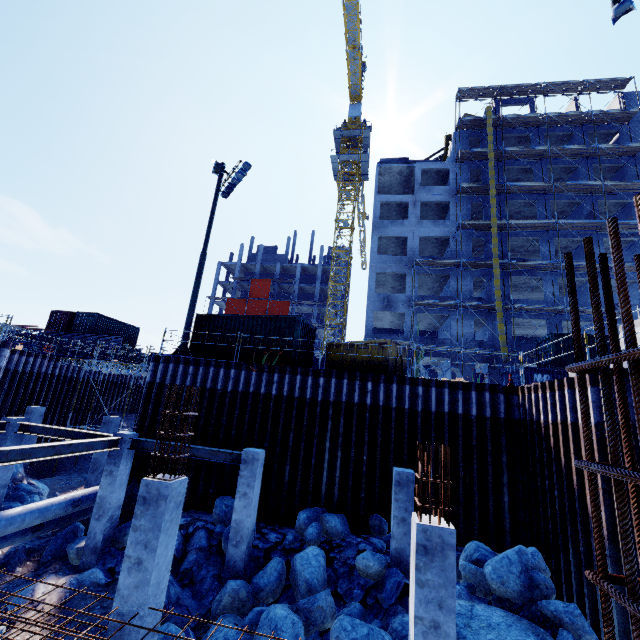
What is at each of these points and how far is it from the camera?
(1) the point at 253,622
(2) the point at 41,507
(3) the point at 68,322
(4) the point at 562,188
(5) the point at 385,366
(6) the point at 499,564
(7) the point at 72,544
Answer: (1) compgrassrocksplants, 7.9m
(2) pipe, 10.7m
(3) cargo container, 32.2m
(4) scaffolding, 29.0m
(5) dumpster, 14.2m
(6) compgrassrocksplants, 8.2m
(7) compgrassrocksplants, 11.2m

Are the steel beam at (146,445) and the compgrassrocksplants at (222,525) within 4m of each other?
yes

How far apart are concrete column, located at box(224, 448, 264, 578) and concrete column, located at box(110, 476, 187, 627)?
4.3m

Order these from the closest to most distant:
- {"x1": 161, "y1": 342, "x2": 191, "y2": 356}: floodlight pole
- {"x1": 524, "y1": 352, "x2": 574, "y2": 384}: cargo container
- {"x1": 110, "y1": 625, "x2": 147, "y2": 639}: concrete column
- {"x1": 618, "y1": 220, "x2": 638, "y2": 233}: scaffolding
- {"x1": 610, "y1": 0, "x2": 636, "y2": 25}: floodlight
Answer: {"x1": 110, "y1": 625, "x2": 147, "y2": 639}: concrete column < {"x1": 610, "y1": 0, "x2": 636, "y2": 25}: floodlight < {"x1": 161, "y1": 342, "x2": 191, "y2": 356}: floodlight pole < {"x1": 524, "y1": 352, "x2": 574, "y2": 384}: cargo container < {"x1": 618, "y1": 220, "x2": 638, "y2": 233}: scaffolding

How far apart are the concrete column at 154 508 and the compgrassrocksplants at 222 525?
4.7 meters

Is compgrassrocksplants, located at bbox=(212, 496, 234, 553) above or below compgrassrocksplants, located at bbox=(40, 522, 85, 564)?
above

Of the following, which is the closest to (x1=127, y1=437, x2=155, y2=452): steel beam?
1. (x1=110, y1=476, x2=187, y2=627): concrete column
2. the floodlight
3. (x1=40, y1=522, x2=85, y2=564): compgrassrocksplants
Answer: (x1=40, y1=522, x2=85, y2=564): compgrassrocksplants

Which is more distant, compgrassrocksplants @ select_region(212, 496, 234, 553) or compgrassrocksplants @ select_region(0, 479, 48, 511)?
compgrassrocksplants @ select_region(0, 479, 48, 511)
